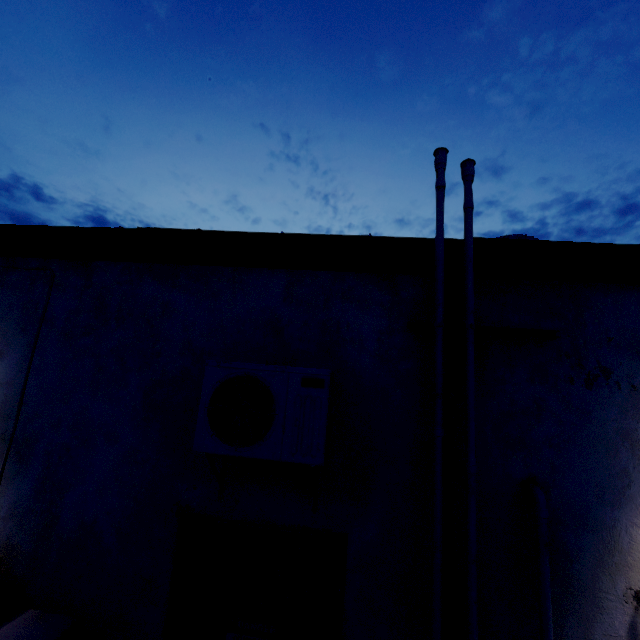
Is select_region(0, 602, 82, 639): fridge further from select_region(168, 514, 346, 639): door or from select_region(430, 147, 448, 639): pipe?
select_region(430, 147, 448, 639): pipe

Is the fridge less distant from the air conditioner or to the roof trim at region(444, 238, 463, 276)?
the air conditioner

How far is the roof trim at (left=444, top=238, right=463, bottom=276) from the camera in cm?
230

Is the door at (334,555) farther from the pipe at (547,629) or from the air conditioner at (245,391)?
the pipe at (547,629)

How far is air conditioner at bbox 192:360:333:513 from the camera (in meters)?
1.83

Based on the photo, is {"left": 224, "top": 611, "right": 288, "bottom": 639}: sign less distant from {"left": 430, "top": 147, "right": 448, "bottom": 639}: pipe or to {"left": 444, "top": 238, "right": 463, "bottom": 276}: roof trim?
{"left": 430, "top": 147, "right": 448, "bottom": 639}: pipe

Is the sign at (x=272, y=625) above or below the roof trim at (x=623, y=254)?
below

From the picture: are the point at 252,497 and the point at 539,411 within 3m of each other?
yes
